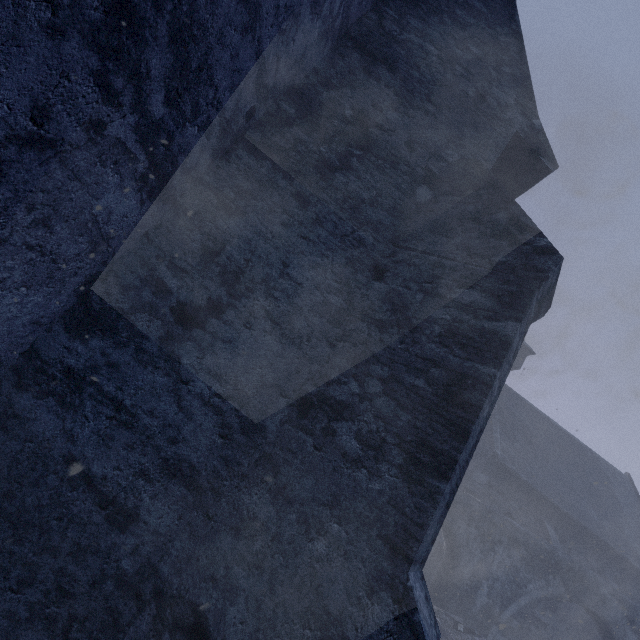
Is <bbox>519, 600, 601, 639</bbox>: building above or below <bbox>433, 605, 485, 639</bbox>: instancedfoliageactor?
above

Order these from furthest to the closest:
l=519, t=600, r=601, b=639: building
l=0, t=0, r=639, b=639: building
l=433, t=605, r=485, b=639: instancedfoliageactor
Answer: l=519, t=600, r=601, b=639: building, l=433, t=605, r=485, b=639: instancedfoliageactor, l=0, t=0, r=639, b=639: building

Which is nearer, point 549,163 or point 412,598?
point 412,598

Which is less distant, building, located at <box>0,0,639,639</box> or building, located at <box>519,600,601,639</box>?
building, located at <box>0,0,639,639</box>

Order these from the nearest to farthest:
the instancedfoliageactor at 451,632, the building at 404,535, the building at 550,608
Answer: the building at 404,535, the instancedfoliageactor at 451,632, the building at 550,608

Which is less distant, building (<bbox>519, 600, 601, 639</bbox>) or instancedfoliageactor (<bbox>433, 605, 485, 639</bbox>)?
instancedfoliageactor (<bbox>433, 605, 485, 639</bbox>)

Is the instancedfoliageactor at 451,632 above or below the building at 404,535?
below
